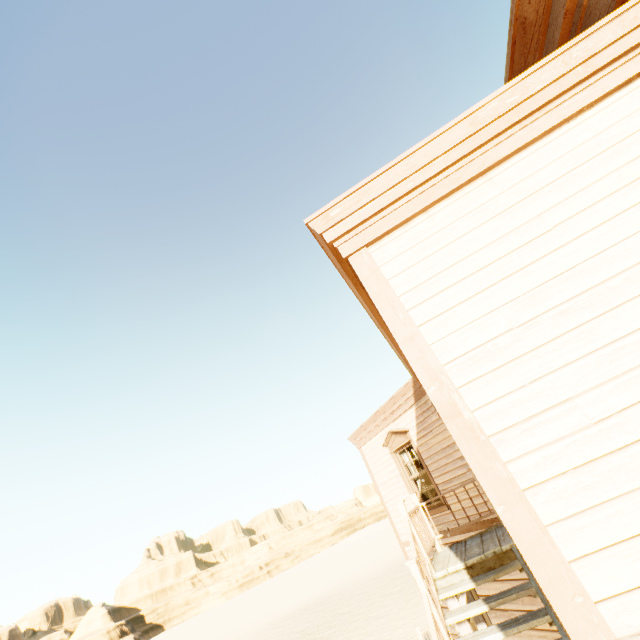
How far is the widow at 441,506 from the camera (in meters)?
7.98

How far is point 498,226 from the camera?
2.38m

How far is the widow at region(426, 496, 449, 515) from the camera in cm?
798

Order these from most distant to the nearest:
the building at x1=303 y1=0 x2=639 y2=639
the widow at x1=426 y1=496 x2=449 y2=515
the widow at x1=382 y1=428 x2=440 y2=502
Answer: the widow at x1=382 y1=428 x2=440 y2=502 → the widow at x1=426 y1=496 x2=449 y2=515 → the building at x1=303 y1=0 x2=639 y2=639

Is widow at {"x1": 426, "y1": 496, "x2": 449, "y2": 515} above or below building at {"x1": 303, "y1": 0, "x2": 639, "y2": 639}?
above

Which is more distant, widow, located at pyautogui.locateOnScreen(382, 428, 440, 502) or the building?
widow, located at pyautogui.locateOnScreen(382, 428, 440, 502)

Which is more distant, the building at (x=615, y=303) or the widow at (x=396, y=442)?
the widow at (x=396, y=442)
